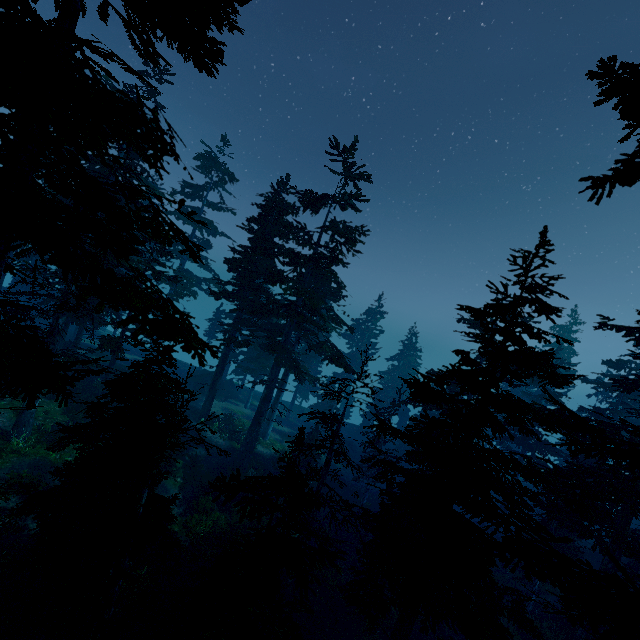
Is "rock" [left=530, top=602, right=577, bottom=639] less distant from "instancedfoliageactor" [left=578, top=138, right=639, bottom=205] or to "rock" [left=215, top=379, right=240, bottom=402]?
"instancedfoliageactor" [left=578, top=138, right=639, bottom=205]

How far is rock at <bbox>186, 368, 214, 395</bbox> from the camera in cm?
3603

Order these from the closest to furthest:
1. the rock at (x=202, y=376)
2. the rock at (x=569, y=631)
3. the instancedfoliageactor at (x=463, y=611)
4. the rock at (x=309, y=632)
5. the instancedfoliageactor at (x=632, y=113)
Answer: the instancedfoliageactor at (x=632, y=113), the instancedfoliageactor at (x=463, y=611), the rock at (x=309, y=632), the rock at (x=569, y=631), the rock at (x=202, y=376)

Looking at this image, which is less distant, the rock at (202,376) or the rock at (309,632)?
the rock at (309,632)

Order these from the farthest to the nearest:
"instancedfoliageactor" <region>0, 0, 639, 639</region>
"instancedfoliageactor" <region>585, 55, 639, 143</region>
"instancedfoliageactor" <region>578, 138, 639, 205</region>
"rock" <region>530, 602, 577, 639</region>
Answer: "rock" <region>530, 602, 577, 639</region> → "instancedfoliageactor" <region>0, 0, 639, 639</region> → "instancedfoliageactor" <region>578, 138, 639, 205</region> → "instancedfoliageactor" <region>585, 55, 639, 143</region>

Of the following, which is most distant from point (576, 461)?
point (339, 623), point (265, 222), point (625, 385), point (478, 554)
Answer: point (265, 222)

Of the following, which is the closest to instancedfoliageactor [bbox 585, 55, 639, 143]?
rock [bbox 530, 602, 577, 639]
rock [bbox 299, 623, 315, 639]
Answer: rock [bbox 530, 602, 577, 639]

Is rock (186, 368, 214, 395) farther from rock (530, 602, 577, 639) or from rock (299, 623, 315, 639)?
rock (530, 602, 577, 639)
